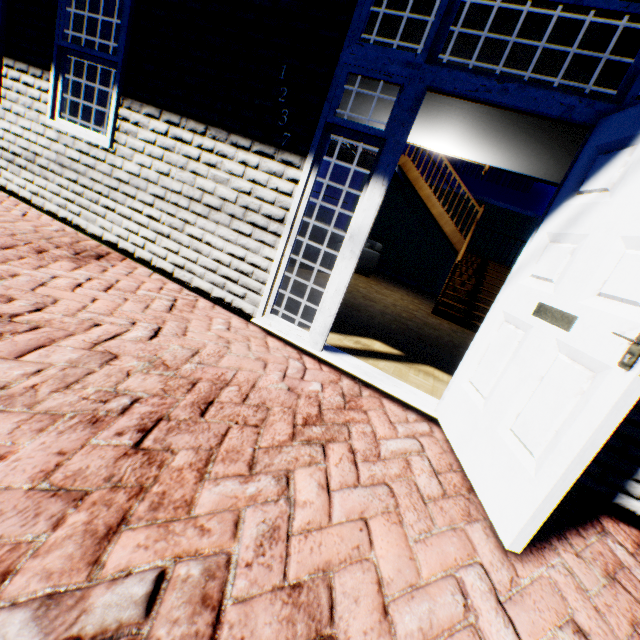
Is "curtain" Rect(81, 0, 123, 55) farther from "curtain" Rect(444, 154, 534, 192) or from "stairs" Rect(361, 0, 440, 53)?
"curtain" Rect(444, 154, 534, 192)

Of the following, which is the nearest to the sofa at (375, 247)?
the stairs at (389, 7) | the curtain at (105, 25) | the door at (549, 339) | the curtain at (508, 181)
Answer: the stairs at (389, 7)

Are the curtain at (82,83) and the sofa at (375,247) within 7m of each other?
yes

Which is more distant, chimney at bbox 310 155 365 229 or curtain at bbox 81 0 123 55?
chimney at bbox 310 155 365 229

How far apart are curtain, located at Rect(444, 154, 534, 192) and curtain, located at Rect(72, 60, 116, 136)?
9.67m

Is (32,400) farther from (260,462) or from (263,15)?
(263,15)

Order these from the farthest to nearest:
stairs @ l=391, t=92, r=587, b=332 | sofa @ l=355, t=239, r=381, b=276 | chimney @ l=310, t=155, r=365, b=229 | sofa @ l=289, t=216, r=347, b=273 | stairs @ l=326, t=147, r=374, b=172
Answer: chimney @ l=310, t=155, r=365, b=229 → stairs @ l=326, t=147, r=374, b=172 → sofa @ l=355, t=239, r=381, b=276 → sofa @ l=289, t=216, r=347, b=273 → stairs @ l=391, t=92, r=587, b=332

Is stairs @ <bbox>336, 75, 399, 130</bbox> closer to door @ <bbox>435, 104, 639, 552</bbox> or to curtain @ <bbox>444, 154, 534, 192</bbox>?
curtain @ <bbox>444, 154, 534, 192</bbox>
